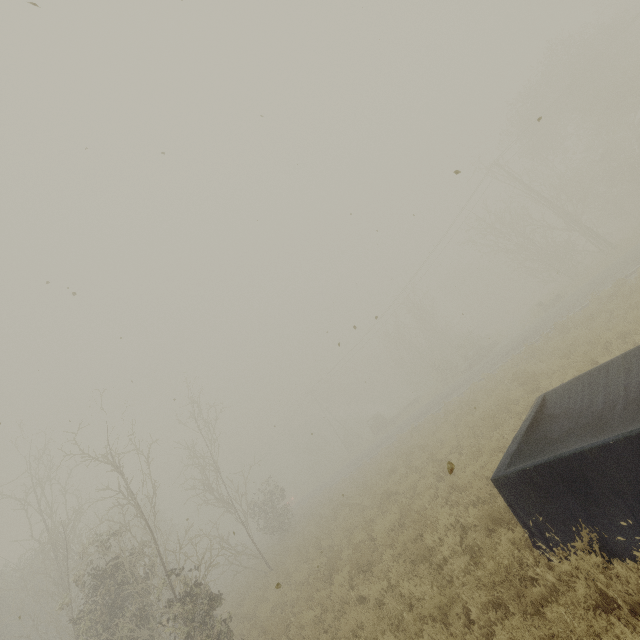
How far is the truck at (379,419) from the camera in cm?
3931

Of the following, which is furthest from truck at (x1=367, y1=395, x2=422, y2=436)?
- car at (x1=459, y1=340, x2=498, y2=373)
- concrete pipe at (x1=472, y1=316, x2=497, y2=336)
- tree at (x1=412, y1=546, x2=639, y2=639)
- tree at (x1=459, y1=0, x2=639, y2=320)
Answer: tree at (x1=459, y1=0, x2=639, y2=320)

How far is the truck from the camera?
39.3 meters

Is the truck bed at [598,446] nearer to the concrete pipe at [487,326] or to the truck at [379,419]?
the truck at [379,419]

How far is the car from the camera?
30.50m

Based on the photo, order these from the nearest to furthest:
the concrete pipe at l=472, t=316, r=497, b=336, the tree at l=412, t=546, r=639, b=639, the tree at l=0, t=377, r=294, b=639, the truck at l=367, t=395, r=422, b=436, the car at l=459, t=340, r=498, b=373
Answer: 1. the tree at l=412, t=546, r=639, b=639
2. the tree at l=0, t=377, r=294, b=639
3. the car at l=459, t=340, r=498, b=373
4. the truck at l=367, t=395, r=422, b=436
5. the concrete pipe at l=472, t=316, r=497, b=336

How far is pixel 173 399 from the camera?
10.6m

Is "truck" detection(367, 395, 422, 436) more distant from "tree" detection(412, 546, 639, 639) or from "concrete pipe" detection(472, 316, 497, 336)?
"concrete pipe" detection(472, 316, 497, 336)
